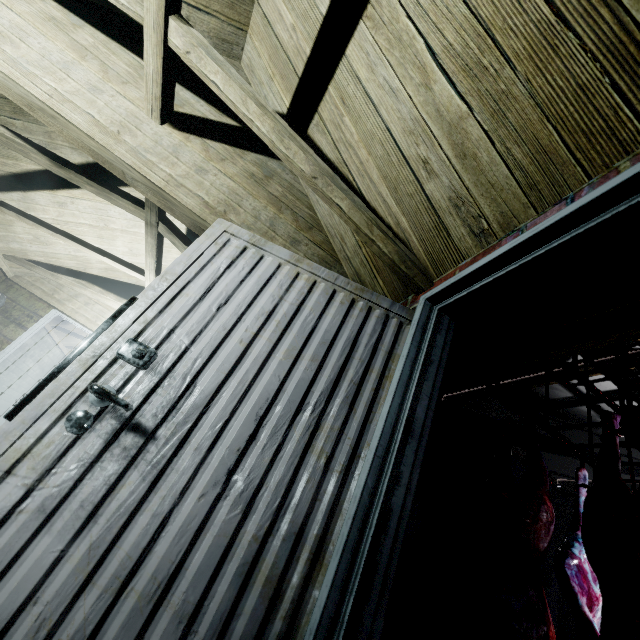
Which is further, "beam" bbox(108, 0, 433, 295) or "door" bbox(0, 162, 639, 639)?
"beam" bbox(108, 0, 433, 295)

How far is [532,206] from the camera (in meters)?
0.98

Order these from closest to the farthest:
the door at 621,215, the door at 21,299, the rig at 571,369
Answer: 1. the door at 621,215
2. the rig at 571,369
3. the door at 21,299

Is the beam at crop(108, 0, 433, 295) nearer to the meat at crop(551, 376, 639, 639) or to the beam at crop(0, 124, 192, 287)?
the beam at crop(0, 124, 192, 287)

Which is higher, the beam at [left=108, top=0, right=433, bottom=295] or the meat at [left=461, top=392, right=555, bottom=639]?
the beam at [left=108, top=0, right=433, bottom=295]

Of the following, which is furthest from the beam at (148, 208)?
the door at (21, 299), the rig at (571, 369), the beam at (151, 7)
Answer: the door at (21, 299)

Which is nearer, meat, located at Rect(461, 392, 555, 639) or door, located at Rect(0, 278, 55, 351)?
meat, located at Rect(461, 392, 555, 639)

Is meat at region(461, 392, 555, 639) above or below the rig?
below
